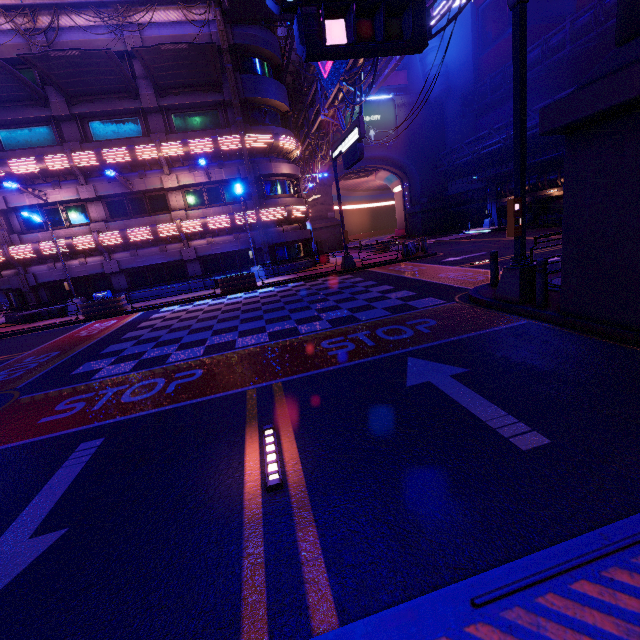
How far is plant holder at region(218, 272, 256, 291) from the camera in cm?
1922

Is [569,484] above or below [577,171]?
below

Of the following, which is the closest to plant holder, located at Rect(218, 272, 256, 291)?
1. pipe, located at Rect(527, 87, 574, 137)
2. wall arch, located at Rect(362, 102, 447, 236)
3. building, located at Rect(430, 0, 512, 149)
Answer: wall arch, located at Rect(362, 102, 447, 236)

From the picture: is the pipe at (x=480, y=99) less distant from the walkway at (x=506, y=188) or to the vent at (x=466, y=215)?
the walkway at (x=506, y=188)

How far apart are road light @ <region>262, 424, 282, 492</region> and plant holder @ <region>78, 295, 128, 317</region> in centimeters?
1748cm

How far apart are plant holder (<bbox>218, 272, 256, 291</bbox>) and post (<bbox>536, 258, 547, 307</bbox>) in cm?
1525

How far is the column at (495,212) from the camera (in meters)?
37.91

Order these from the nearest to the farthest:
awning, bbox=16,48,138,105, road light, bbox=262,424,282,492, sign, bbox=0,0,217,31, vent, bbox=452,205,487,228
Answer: road light, bbox=262,424,282,492, awning, bbox=16,48,138,105, sign, bbox=0,0,217,31, vent, bbox=452,205,487,228
